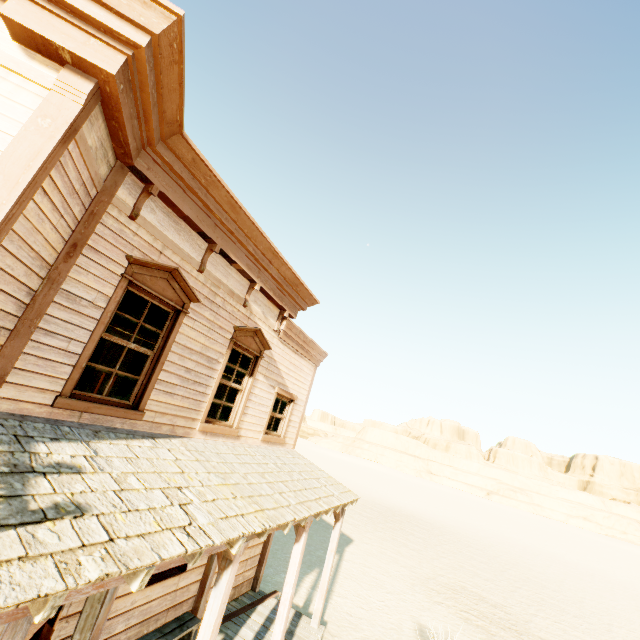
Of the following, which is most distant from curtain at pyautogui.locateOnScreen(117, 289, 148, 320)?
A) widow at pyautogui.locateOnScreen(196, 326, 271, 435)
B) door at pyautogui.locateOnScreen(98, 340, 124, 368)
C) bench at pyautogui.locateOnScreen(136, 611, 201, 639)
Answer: door at pyautogui.locateOnScreen(98, 340, 124, 368)

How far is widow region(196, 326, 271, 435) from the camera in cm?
628

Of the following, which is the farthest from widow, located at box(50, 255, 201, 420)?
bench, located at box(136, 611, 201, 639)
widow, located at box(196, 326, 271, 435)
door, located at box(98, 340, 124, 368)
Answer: door, located at box(98, 340, 124, 368)

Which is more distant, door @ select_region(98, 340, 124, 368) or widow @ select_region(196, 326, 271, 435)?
door @ select_region(98, 340, 124, 368)

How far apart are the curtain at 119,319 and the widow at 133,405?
0.0 meters

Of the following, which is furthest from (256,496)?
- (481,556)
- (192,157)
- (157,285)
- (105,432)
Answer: (481,556)

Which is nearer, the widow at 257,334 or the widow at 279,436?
the widow at 257,334

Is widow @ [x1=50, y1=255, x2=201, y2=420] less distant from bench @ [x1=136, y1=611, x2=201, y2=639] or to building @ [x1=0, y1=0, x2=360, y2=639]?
building @ [x1=0, y1=0, x2=360, y2=639]
